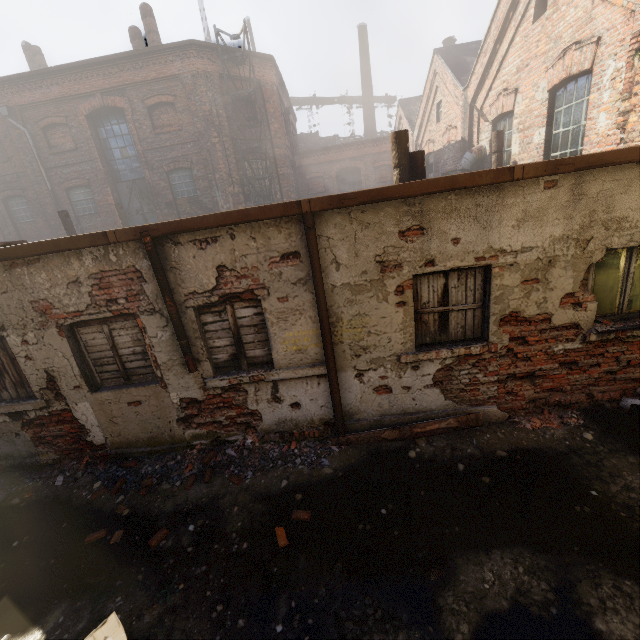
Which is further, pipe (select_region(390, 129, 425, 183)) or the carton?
pipe (select_region(390, 129, 425, 183))

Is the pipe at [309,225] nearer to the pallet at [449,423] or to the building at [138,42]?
the pallet at [449,423]

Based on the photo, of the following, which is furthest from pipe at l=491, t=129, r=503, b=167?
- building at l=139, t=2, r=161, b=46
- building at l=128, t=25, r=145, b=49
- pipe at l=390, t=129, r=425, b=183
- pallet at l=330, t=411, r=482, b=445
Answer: building at l=128, t=25, r=145, b=49

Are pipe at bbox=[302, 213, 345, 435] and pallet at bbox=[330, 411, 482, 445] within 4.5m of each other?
yes

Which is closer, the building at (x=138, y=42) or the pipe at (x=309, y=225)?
the pipe at (x=309, y=225)

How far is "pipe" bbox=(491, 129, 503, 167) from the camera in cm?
782

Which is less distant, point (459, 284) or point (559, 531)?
point (559, 531)

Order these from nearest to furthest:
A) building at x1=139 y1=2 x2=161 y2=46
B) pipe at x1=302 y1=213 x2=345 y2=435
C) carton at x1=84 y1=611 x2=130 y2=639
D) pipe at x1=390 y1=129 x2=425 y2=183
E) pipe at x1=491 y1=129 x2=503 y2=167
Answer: carton at x1=84 y1=611 x2=130 y2=639, pipe at x1=302 y1=213 x2=345 y2=435, pipe at x1=390 y1=129 x2=425 y2=183, pipe at x1=491 y1=129 x2=503 y2=167, building at x1=139 y1=2 x2=161 y2=46
